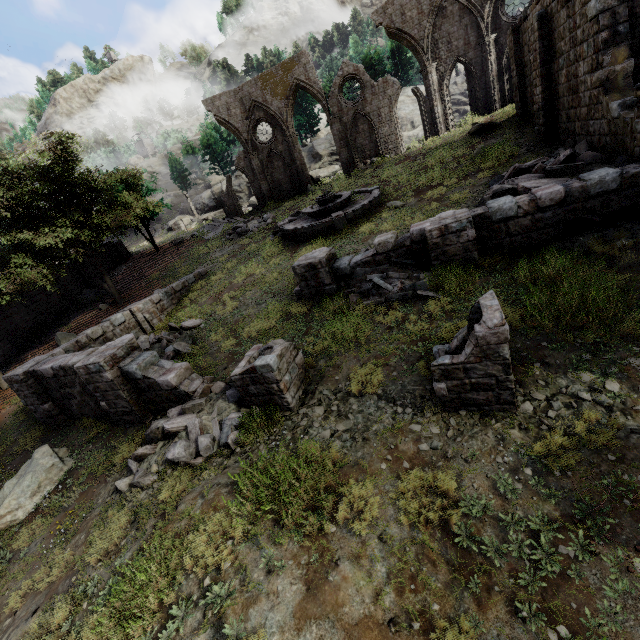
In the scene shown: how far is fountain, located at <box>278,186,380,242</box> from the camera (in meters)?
16.66

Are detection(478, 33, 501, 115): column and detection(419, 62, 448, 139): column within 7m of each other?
yes

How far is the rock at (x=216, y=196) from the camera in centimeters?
4860cm

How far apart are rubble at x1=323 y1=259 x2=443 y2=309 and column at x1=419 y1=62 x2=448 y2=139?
20.9m

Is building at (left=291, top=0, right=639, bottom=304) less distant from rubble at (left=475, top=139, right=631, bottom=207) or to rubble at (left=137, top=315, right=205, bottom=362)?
rubble at (left=475, top=139, right=631, bottom=207)

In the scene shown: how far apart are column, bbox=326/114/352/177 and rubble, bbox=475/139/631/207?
16.4m

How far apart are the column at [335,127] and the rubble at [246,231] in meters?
8.8

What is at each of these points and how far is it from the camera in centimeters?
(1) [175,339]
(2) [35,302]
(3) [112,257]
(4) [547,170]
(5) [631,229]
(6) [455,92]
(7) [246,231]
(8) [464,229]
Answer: (1) rubble, 1353cm
(2) building, 2308cm
(3) building, 3133cm
(4) rubble, 1008cm
(5) rubble, 802cm
(6) rock, 3516cm
(7) rubble, 2400cm
(8) building, 920cm
